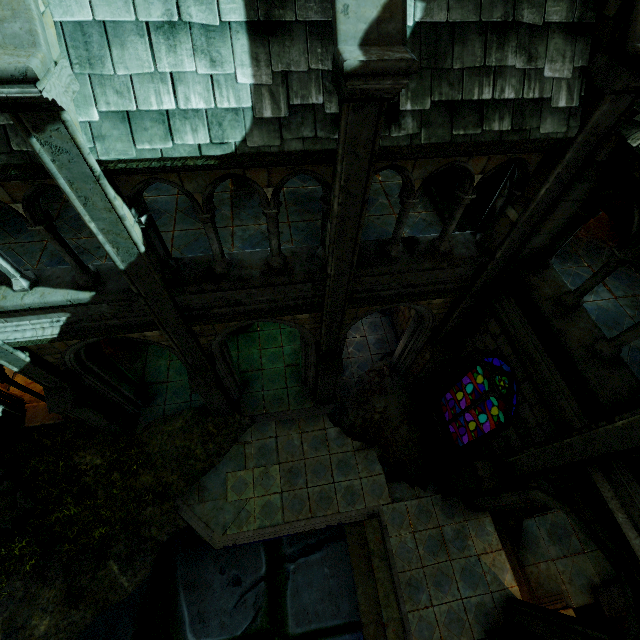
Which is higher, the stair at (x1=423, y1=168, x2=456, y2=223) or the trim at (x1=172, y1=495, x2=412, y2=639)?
the stair at (x1=423, y1=168, x2=456, y2=223)

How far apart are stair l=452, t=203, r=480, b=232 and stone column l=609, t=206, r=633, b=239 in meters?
3.3 m

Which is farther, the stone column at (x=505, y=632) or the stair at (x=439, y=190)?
the stair at (x=439, y=190)

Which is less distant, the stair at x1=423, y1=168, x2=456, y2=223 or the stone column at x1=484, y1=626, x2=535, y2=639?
the stone column at x1=484, y1=626, x2=535, y2=639

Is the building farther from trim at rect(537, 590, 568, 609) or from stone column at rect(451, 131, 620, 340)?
trim at rect(537, 590, 568, 609)

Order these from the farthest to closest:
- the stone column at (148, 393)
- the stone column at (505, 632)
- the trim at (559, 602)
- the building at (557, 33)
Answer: the trim at (559, 602)
the stone column at (148, 393)
the stone column at (505, 632)
the building at (557, 33)

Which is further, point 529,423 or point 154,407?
point 154,407

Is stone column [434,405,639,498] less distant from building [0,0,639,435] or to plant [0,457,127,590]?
building [0,0,639,435]
